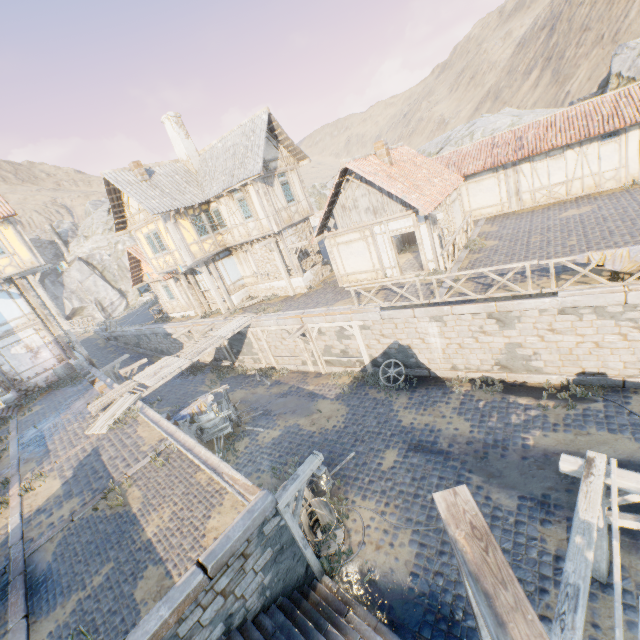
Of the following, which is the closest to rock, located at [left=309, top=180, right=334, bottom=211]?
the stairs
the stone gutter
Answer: the stairs

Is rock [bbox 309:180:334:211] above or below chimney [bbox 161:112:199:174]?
below

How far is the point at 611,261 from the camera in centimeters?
876cm

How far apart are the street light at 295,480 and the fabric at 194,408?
5.9 meters

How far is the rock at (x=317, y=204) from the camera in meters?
42.8

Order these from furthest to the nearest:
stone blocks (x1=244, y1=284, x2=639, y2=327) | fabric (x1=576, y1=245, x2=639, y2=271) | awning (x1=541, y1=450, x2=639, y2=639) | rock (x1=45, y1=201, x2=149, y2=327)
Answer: rock (x1=45, y1=201, x2=149, y2=327)
stone blocks (x1=244, y1=284, x2=639, y2=327)
fabric (x1=576, y1=245, x2=639, y2=271)
awning (x1=541, y1=450, x2=639, y2=639)

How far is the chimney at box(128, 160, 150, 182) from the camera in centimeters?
1788cm

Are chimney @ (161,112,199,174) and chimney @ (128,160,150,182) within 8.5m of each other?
yes
